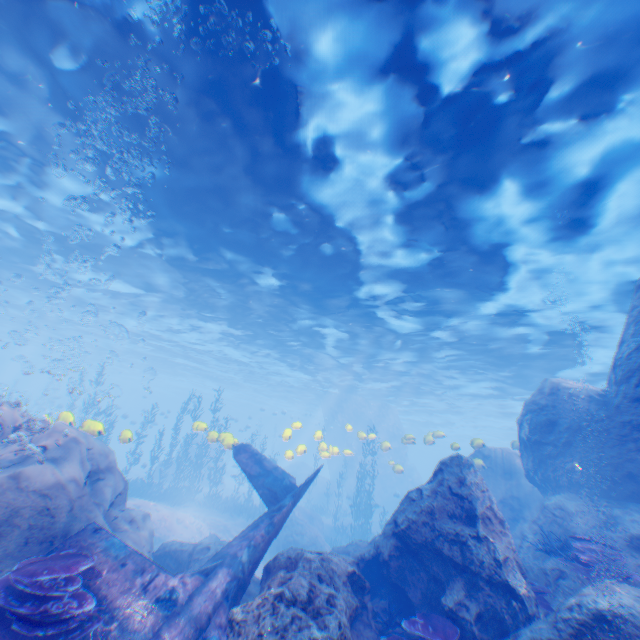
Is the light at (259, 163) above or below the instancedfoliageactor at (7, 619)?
above

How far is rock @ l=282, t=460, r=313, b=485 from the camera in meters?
37.0

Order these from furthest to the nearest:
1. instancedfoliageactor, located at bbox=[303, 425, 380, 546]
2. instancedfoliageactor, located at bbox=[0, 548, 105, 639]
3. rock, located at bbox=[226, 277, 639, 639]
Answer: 1. instancedfoliageactor, located at bbox=[303, 425, 380, 546]
2. rock, located at bbox=[226, 277, 639, 639]
3. instancedfoliageactor, located at bbox=[0, 548, 105, 639]

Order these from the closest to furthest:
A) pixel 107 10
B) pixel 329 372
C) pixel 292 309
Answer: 1. pixel 107 10
2. pixel 292 309
3. pixel 329 372

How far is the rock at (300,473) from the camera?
36.97m

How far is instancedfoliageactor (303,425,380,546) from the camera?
22.31m

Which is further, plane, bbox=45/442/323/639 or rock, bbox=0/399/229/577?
rock, bbox=0/399/229/577

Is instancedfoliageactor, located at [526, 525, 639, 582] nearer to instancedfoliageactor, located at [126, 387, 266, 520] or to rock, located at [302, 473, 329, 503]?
rock, located at [302, 473, 329, 503]
